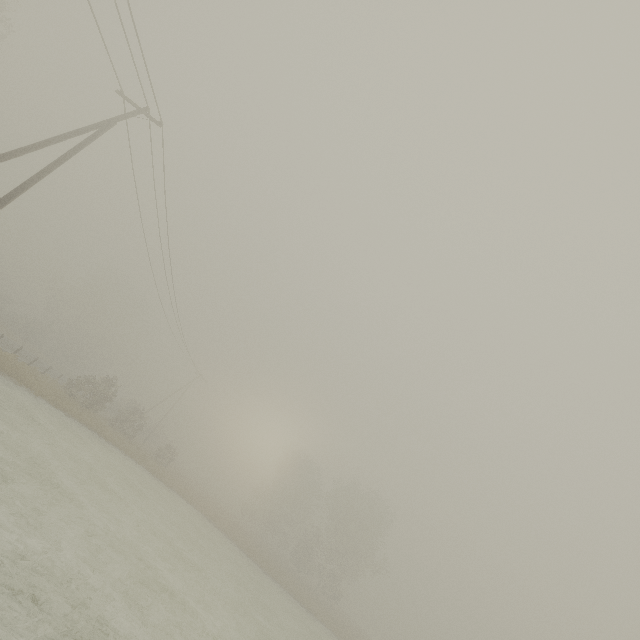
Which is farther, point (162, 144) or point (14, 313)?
point (14, 313)

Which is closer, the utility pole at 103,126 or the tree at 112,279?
the utility pole at 103,126

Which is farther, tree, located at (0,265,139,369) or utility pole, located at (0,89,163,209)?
tree, located at (0,265,139,369)
